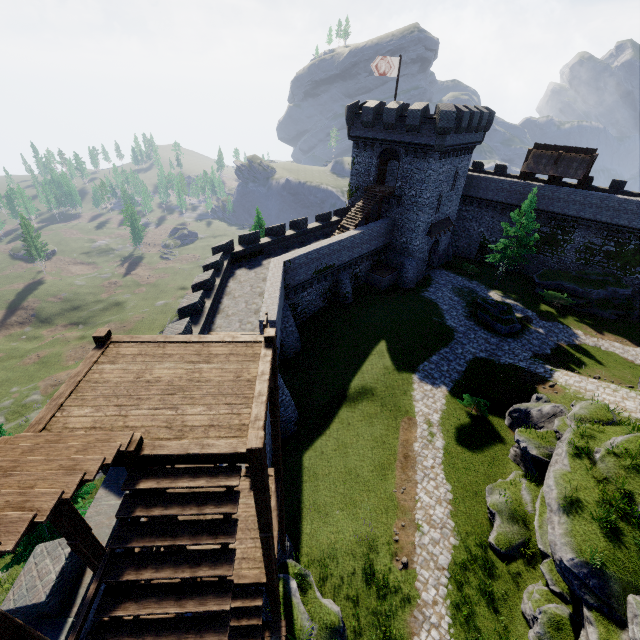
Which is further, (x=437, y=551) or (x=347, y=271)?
(x=347, y=271)

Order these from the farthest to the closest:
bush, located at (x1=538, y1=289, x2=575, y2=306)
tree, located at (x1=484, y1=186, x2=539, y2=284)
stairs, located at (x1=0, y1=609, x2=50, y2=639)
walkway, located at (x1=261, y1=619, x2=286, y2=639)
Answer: bush, located at (x1=538, y1=289, x2=575, y2=306), tree, located at (x1=484, y1=186, x2=539, y2=284), walkway, located at (x1=261, y1=619, x2=286, y2=639), stairs, located at (x1=0, y1=609, x2=50, y2=639)

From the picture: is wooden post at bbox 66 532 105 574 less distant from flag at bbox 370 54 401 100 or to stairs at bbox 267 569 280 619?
stairs at bbox 267 569 280 619

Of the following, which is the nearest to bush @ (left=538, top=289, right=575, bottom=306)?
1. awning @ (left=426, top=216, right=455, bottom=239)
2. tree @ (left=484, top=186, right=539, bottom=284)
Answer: tree @ (left=484, top=186, right=539, bottom=284)

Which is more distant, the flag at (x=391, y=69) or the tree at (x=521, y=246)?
the tree at (x=521, y=246)

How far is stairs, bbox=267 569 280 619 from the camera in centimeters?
872cm

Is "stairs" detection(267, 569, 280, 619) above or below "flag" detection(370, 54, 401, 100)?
below

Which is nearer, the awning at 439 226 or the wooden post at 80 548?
the wooden post at 80 548
